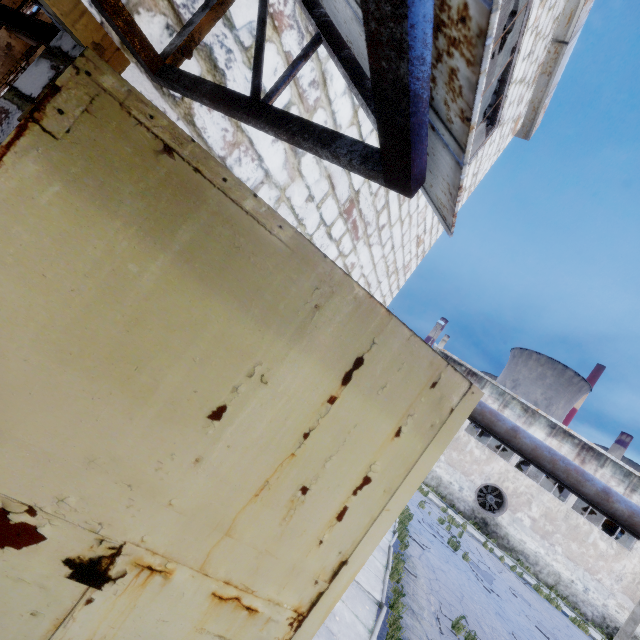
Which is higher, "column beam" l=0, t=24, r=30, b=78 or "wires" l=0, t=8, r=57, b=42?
"wires" l=0, t=8, r=57, b=42

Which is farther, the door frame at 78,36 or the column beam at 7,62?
the column beam at 7,62

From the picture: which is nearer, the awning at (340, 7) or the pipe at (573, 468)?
the awning at (340, 7)

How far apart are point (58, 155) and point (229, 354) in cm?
111

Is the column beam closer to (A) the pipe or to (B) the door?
(A) the pipe

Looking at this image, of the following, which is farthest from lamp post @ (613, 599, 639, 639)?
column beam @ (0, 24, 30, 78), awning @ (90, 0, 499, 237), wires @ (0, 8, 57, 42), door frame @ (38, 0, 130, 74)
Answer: column beam @ (0, 24, 30, 78)

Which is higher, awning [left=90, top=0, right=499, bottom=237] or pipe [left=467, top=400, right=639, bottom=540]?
pipe [left=467, top=400, right=639, bottom=540]

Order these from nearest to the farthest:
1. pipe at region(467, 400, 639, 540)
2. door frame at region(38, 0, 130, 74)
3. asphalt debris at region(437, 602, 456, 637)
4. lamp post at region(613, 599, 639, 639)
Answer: door frame at region(38, 0, 130, 74)
pipe at region(467, 400, 639, 540)
asphalt debris at region(437, 602, 456, 637)
lamp post at region(613, 599, 639, 639)
